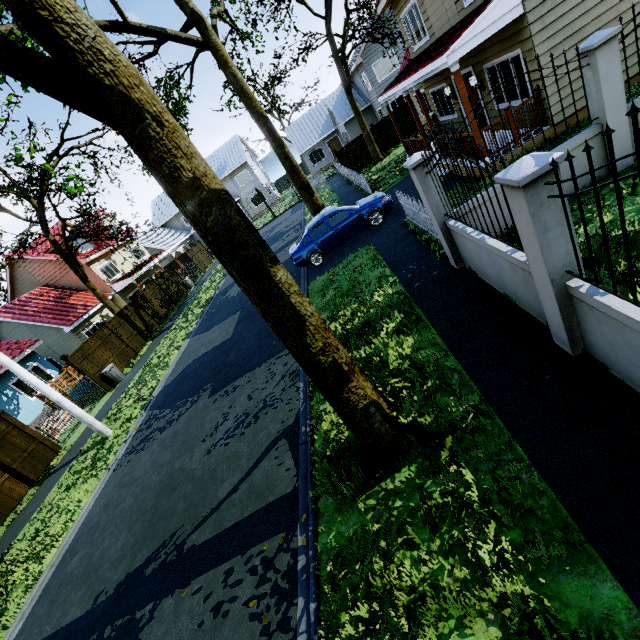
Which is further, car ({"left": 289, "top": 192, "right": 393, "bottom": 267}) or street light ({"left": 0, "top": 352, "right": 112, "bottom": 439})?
car ({"left": 289, "top": 192, "right": 393, "bottom": 267})

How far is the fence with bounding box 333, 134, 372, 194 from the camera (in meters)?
17.83

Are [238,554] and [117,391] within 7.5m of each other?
no

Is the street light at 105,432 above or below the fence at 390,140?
below

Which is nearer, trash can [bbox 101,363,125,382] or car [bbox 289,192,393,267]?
car [bbox 289,192,393,267]

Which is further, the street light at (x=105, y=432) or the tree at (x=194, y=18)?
the street light at (x=105, y=432)

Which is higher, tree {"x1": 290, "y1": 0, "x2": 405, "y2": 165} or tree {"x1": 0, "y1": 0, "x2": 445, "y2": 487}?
tree {"x1": 290, "y1": 0, "x2": 405, "y2": 165}

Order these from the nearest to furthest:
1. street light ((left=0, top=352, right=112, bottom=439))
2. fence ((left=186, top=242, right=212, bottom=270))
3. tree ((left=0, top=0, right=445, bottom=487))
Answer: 1. tree ((left=0, top=0, right=445, bottom=487))
2. street light ((left=0, top=352, right=112, bottom=439))
3. fence ((left=186, top=242, right=212, bottom=270))
